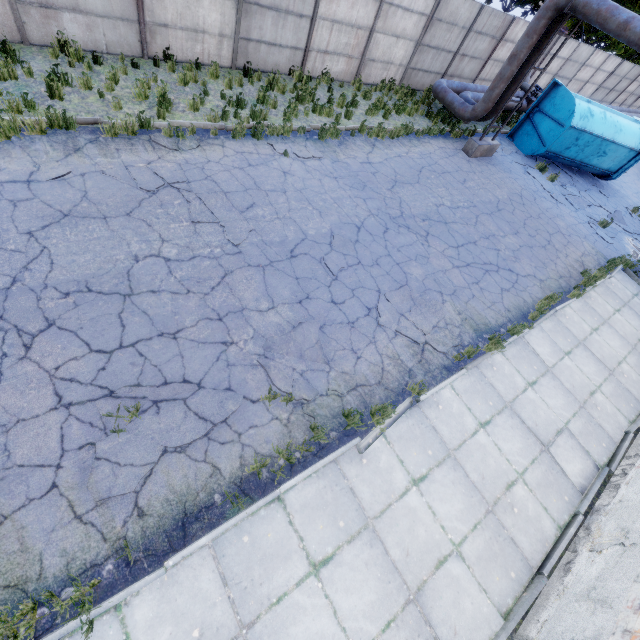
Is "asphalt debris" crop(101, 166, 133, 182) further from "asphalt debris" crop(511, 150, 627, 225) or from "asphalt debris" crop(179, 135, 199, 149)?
"asphalt debris" crop(511, 150, 627, 225)

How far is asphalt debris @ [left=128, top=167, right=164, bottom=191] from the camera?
6.9 meters

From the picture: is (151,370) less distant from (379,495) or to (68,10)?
(379,495)

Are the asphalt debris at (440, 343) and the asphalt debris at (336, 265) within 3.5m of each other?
yes

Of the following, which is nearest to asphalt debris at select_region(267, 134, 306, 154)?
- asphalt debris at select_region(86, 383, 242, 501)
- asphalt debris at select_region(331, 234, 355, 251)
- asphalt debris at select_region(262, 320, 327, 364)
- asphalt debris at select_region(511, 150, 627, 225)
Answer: asphalt debris at select_region(331, 234, 355, 251)

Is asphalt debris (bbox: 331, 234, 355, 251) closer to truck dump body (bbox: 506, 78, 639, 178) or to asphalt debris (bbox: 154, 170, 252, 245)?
asphalt debris (bbox: 154, 170, 252, 245)

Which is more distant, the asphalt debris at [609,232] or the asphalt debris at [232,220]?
the asphalt debris at [609,232]

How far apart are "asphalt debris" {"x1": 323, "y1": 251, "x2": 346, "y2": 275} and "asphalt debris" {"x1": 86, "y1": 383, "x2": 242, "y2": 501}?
3.45m
